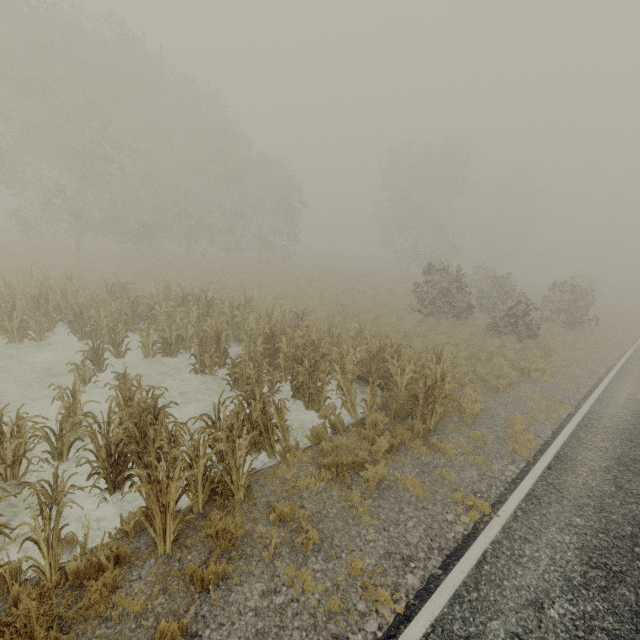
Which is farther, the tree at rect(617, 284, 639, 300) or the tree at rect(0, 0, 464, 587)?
the tree at rect(617, 284, 639, 300)

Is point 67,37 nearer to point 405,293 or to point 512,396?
point 405,293

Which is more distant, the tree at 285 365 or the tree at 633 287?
the tree at 633 287
